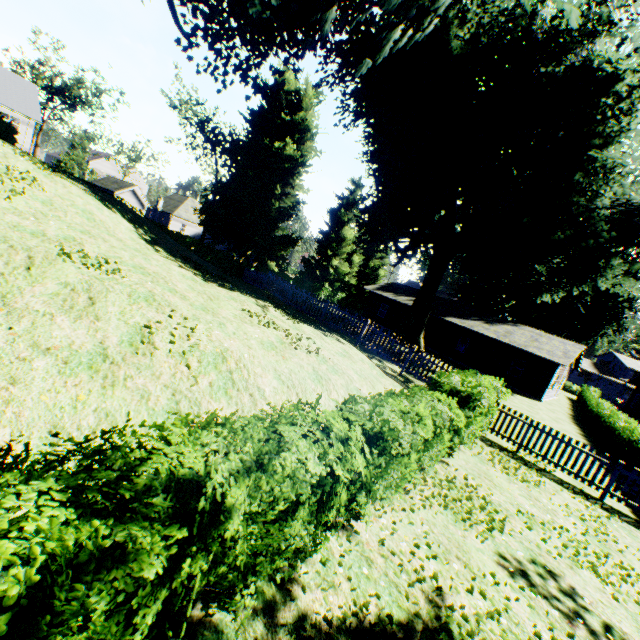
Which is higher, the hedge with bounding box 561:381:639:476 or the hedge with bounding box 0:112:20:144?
the hedge with bounding box 0:112:20:144

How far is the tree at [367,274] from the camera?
40.9 meters

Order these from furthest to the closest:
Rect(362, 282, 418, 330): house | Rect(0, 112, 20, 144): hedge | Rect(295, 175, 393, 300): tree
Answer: Rect(295, 175, 393, 300): tree → Rect(362, 282, 418, 330): house → Rect(0, 112, 20, 144): hedge

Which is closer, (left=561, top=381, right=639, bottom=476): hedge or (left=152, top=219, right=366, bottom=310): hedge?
(left=561, top=381, right=639, bottom=476): hedge

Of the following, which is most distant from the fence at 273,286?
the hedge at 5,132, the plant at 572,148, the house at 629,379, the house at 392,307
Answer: the house at 629,379

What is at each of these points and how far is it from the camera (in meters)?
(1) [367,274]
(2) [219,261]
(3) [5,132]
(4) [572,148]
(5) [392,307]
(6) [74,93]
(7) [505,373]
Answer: (1) tree, 50.50
(2) hedge, 30.84
(3) hedge, 14.41
(4) plant, 16.16
(5) house, 37.38
(6) tree, 52.31
(7) house, 28.69

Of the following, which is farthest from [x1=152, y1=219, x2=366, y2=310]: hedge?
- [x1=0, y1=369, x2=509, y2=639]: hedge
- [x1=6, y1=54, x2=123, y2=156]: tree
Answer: [x1=0, y1=369, x2=509, y2=639]: hedge

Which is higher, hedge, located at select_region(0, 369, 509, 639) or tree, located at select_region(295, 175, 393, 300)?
tree, located at select_region(295, 175, 393, 300)
